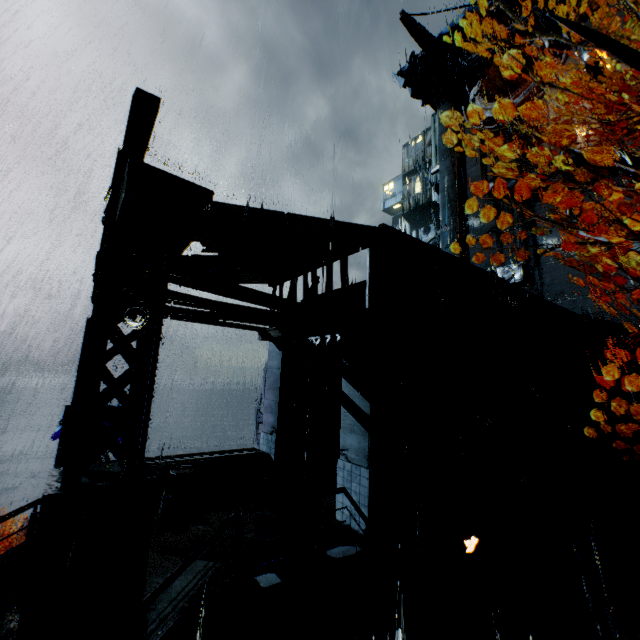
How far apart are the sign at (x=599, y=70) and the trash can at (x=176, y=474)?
30.83m

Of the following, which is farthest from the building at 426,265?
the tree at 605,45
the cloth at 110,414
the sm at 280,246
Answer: the cloth at 110,414

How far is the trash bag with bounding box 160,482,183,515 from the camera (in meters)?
9.16

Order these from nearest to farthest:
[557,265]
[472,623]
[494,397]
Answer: [472,623] < [494,397] < [557,265]

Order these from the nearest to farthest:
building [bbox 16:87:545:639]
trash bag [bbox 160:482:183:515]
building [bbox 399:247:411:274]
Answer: building [bbox 16:87:545:639] < trash bag [bbox 160:482:183:515] < building [bbox 399:247:411:274]

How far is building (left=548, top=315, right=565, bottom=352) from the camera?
17.23m

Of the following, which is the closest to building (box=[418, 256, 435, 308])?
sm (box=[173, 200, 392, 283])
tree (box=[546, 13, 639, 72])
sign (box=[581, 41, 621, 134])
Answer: sm (box=[173, 200, 392, 283])

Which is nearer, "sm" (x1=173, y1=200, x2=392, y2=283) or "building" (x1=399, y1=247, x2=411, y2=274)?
"sm" (x1=173, y1=200, x2=392, y2=283)
